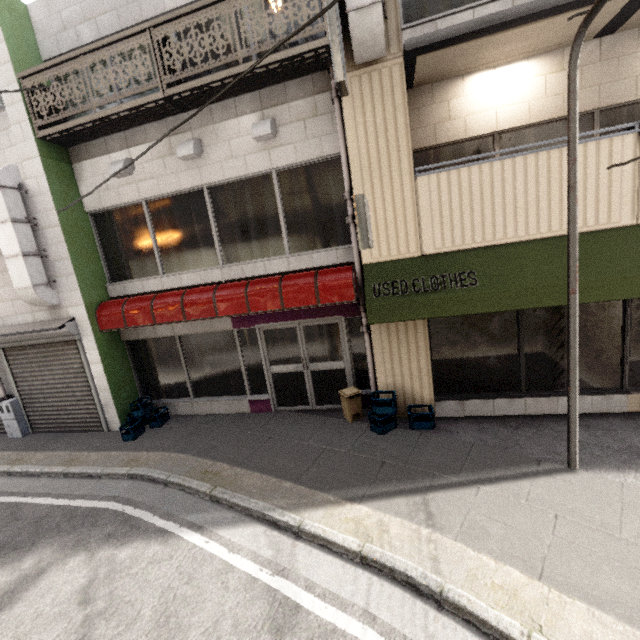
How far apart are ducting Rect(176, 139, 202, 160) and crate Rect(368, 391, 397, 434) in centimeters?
558cm

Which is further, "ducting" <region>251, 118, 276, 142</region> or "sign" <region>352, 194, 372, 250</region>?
"ducting" <region>251, 118, 276, 142</region>

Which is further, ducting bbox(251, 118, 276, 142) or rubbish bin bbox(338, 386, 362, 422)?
rubbish bin bbox(338, 386, 362, 422)

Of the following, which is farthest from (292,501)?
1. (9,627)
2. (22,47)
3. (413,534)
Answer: (22,47)

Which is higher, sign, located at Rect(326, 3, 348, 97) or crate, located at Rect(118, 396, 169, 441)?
sign, located at Rect(326, 3, 348, 97)

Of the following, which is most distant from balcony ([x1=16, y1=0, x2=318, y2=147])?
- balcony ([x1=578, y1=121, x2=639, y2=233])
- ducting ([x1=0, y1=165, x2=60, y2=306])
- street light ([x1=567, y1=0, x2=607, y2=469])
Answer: street light ([x1=567, y1=0, x2=607, y2=469])

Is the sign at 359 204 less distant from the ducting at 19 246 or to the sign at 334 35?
the sign at 334 35

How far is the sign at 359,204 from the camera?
4.5 meters
